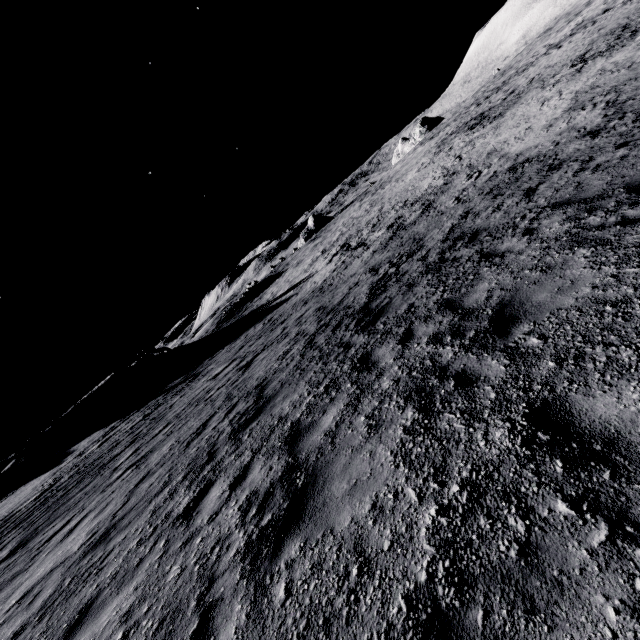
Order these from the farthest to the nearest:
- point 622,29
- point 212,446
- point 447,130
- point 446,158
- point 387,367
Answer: point 447,130 → point 446,158 → point 622,29 → point 212,446 → point 387,367
